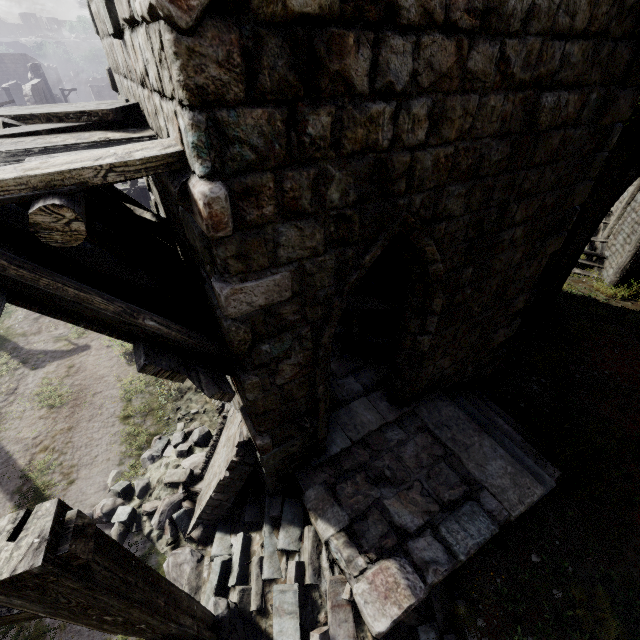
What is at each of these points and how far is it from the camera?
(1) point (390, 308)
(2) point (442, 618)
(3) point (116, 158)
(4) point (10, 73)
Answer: (1) broken furniture, 7.5 meters
(2) rubble, 4.6 meters
(3) wooden plank rubble, 2.3 meters
(4) building, 45.2 meters

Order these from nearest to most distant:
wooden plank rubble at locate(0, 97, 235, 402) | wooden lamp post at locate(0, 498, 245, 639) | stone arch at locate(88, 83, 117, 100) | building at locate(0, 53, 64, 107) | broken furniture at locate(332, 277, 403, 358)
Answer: wooden lamp post at locate(0, 498, 245, 639), wooden plank rubble at locate(0, 97, 235, 402), broken furniture at locate(332, 277, 403, 358), building at locate(0, 53, 64, 107), stone arch at locate(88, 83, 117, 100)

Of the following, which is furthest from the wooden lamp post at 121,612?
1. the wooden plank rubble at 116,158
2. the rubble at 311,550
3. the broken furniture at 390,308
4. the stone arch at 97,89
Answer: the stone arch at 97,89

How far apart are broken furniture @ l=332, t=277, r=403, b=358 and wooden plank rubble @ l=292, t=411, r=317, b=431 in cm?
313

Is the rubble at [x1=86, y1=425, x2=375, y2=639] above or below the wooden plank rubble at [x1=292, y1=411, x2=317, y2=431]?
below

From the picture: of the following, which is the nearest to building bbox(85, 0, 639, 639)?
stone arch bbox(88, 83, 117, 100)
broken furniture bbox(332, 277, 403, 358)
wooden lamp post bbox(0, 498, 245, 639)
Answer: broken furniture bbox(332, 277, 403, 358)

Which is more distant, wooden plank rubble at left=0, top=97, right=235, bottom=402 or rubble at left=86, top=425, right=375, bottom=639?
rubble at left=86, top=425, right=375, bottom=639

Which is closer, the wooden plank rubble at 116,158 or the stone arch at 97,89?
the wooden plank rubble at 116,158
